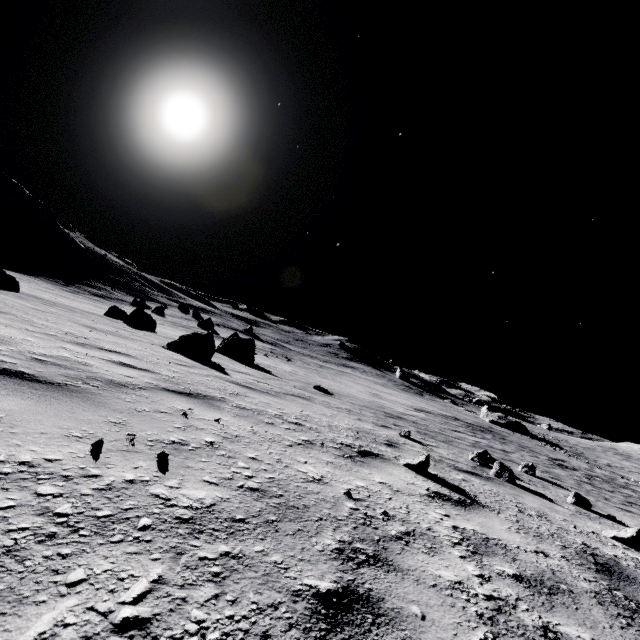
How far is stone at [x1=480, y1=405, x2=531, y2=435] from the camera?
48.2m

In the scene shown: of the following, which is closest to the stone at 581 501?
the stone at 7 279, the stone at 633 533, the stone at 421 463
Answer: the stone at 633 533

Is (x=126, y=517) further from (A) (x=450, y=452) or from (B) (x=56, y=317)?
(B) (x=56, y=317)

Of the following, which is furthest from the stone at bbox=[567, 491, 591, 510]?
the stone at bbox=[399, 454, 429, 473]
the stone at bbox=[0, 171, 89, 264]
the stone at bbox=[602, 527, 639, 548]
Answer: the stone at bbox=[0, 171, 89, 264]

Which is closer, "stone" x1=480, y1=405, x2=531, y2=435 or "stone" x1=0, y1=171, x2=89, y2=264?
"stone" x1=0, y1=171, x2=89, y2=264

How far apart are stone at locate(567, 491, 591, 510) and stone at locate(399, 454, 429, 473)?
3.48m

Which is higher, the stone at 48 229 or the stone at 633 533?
the stone at 48 229

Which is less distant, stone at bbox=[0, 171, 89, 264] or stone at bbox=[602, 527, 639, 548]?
stone at bbox=[602, 527, 639, 548]
